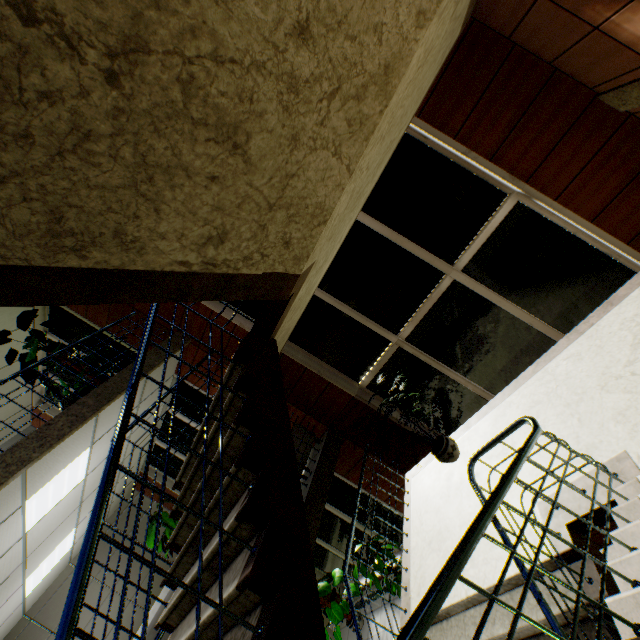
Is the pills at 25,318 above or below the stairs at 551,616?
above

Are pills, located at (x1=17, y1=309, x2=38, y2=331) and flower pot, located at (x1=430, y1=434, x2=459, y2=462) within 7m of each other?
no

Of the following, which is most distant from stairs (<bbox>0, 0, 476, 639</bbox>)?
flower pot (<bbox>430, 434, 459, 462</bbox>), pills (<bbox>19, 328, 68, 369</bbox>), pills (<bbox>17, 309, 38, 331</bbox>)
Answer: pills (<bbox>17, 309, 38, 331</bbox>)

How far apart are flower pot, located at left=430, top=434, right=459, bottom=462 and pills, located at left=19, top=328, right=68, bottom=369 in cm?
578

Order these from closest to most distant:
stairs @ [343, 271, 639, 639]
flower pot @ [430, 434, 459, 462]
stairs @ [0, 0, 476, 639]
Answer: stairs @ [0, 0, 476, 639] < stairs @ [343, 271, 639, 639] < flower pot @ [430, 434, 459, 462]

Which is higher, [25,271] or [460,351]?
[25,271]

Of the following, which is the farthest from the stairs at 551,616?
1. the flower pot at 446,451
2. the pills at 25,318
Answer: the pills at 25,318

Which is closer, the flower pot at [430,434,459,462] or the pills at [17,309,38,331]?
the flower pot at [430,434,459,462]
